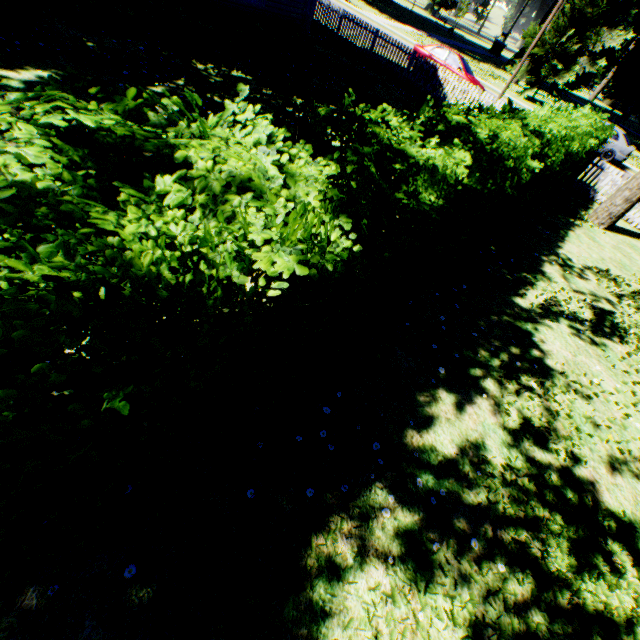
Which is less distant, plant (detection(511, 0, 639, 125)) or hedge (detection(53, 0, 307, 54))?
hedge (detection(53, 0, 307, 54))

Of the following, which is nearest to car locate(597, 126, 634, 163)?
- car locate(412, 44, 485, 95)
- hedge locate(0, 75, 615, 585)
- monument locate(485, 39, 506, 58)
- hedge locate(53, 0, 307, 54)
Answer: car locate(412, 44, 485, 95)

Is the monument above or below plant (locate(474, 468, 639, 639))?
above

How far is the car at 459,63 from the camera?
17.3m

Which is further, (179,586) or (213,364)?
(179,586)

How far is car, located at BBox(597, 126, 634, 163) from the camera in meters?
20.0

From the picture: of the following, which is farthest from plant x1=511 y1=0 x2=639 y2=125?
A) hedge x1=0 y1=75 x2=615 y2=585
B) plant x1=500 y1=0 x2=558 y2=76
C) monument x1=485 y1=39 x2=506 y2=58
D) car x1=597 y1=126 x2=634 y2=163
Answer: monument x1=485 y1=39 x2=506 y2=58

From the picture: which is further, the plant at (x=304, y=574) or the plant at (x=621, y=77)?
the plant at (x=621, y=77)
